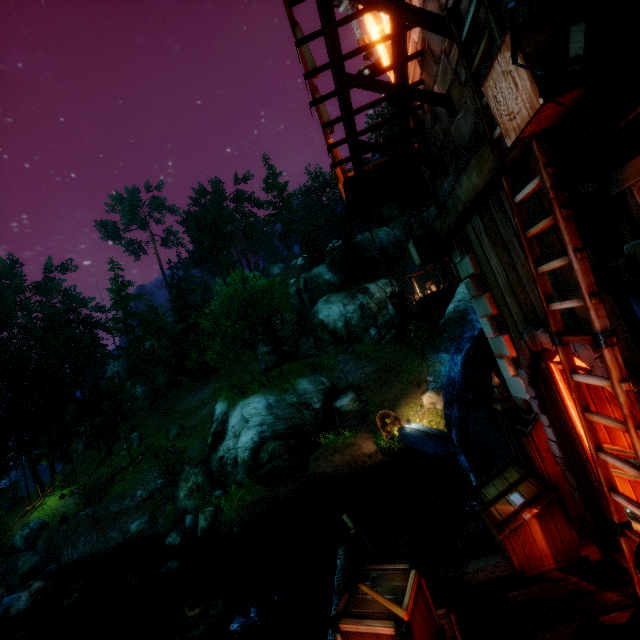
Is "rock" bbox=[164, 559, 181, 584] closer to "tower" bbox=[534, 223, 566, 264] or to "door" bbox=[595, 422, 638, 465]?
"tower" bbox=[534, 223, 566, 264]

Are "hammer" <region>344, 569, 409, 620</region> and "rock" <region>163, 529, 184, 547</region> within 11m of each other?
no

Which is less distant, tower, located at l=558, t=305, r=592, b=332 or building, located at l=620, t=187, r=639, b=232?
building, located at l=620, t=187, r=639, b=232

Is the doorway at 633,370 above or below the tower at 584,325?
below

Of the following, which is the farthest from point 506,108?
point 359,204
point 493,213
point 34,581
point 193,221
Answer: point 193,221

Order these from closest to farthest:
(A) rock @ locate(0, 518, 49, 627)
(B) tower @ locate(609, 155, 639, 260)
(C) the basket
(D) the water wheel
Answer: (B) tower @ locate(609, 155, 639, 260) → (C) the basket → (D) the water wheel → (A) rock @ locate(0, 518, 49, 627)

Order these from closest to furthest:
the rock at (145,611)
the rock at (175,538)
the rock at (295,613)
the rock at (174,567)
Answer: the rock at (295,613) → the rock at (145,611) → the rock at (174,567) → the rock at (175,538)

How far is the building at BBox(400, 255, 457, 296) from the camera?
34.12m
